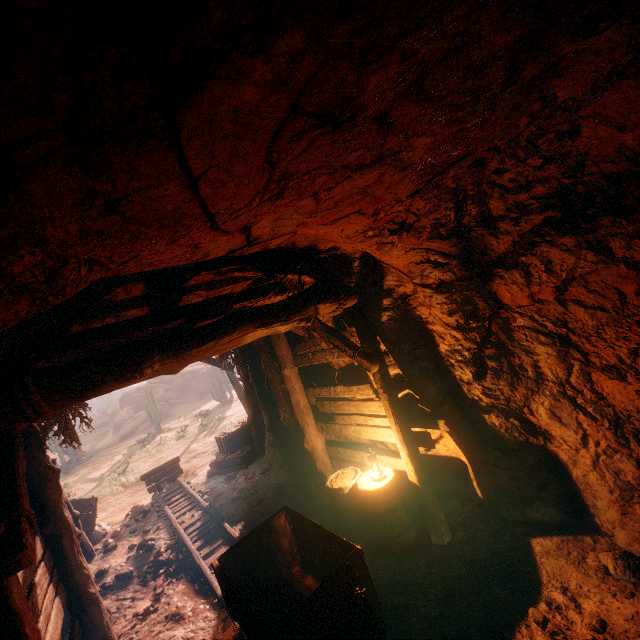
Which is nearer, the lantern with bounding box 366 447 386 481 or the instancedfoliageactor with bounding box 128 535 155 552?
the lantern with bounding box 366 447 386 481

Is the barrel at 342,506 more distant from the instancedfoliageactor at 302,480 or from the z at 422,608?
the instancedfoliageactor at 302,480

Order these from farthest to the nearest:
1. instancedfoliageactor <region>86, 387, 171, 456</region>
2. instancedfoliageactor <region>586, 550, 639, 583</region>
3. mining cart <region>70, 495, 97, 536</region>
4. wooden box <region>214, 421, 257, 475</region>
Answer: instancedfoliageactor <region>86, 387, 171, 456</region>
wooden box <region>214, 421, 257, 475</region>
mining cart <region>70, 495, 97, 536</region>
instancedfoliageactor <region>586, 550, 639, 583</region>

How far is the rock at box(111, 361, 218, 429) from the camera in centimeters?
3403cm

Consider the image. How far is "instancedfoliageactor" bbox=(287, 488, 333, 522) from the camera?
5.9m

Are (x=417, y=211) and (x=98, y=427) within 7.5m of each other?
no

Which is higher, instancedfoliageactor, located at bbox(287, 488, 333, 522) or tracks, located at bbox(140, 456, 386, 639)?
tracks, located at bbox(140, 456, 386, 639)

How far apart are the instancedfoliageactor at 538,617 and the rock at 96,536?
10.05m
